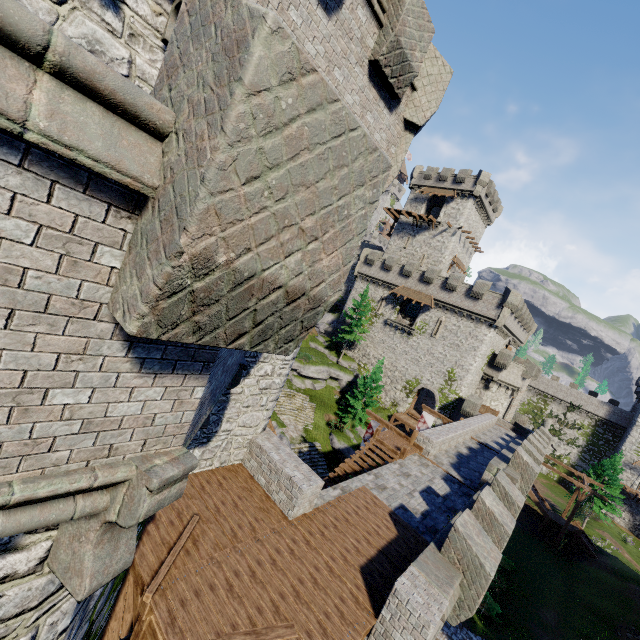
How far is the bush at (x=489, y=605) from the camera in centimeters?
2177cm

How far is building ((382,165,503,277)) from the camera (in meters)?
44.66

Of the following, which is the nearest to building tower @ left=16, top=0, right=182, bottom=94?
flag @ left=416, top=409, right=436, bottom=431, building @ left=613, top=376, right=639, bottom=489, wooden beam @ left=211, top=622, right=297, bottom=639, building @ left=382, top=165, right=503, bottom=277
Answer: wooden beam @ left=211, top=622, right=297, bottom=639

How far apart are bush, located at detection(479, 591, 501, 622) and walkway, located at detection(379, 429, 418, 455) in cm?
1361

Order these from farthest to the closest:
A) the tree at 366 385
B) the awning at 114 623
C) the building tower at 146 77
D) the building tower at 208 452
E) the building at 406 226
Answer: the building at 406 226, the tree at 366 385, the building tower at 208 452, the awning at 114 623, the building tower at 146 77

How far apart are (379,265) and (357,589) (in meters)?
40.15

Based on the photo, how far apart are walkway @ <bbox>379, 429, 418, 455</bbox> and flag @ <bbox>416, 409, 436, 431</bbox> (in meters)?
9.47

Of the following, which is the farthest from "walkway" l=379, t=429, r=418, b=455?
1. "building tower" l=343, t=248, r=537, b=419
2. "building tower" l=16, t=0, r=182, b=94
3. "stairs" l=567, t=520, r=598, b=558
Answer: "stairs" l=567, t=520, r=598, b=558
